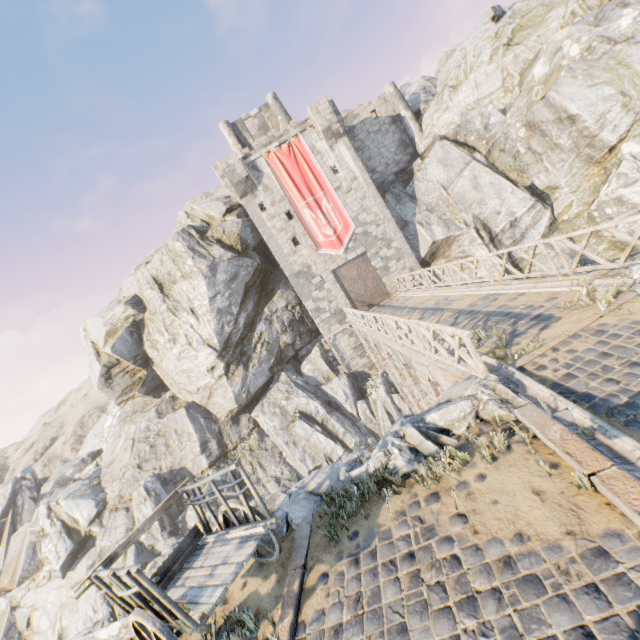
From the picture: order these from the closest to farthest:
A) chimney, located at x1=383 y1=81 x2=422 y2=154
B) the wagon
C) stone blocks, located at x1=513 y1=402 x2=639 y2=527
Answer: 1. stone blocks, located at x1=513 y1=402 x2=639 y2=527
2. the wagon
3. chimney, located at x1=383 y1=81 x2=422 y2=154

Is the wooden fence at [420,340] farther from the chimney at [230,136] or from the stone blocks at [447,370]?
the chimney at [230,136]

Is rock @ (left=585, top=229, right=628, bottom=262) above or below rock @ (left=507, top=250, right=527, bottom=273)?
below

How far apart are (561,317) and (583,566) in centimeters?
549cm

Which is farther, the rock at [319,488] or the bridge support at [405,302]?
the bridge support at [405,302]

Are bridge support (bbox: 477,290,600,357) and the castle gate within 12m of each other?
no

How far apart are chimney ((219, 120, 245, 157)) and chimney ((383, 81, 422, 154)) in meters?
11.9 m

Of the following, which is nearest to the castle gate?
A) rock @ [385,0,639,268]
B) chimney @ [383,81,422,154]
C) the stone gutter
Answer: the stone gutter
